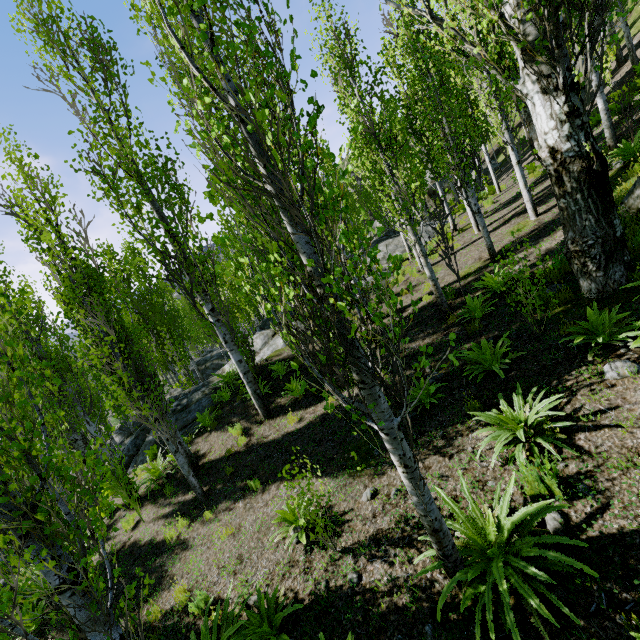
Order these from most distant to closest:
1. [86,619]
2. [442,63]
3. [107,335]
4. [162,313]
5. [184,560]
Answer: [162,313]
[442,63]
[107,335]
[184,560]
[86,619]

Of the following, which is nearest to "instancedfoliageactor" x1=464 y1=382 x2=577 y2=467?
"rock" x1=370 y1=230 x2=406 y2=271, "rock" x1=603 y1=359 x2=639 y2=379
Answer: "rock" x1=370 y1=230 x2=406 y2=271

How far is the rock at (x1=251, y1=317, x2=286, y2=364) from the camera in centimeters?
1374cm

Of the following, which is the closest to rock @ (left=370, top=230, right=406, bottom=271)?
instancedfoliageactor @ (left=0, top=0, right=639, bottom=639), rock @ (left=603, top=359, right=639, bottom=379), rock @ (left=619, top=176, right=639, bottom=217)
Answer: instancedfoliageactor @ (left=0, top=0, right=639, bottom=639)

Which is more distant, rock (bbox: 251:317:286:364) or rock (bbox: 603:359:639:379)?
rock (bbox: 251:317:286:364)

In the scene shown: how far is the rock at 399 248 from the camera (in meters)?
17.23
